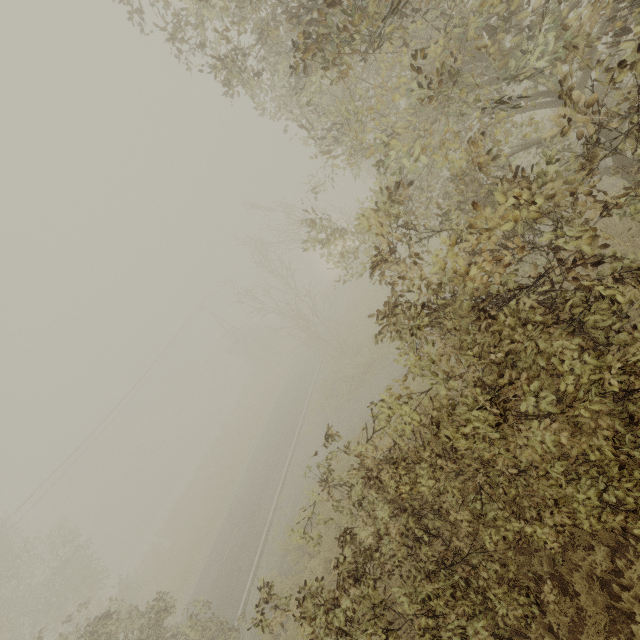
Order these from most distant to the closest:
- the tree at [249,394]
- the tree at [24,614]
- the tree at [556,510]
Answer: the tree at [249,394] < the tree at [24,614] < the tree at [556,510]

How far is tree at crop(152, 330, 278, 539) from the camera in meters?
29.8 m

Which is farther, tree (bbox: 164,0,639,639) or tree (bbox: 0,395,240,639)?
tree (bbox: 0,395,240,639)

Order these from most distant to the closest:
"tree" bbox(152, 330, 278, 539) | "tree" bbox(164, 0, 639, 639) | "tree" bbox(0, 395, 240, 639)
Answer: "tree" bbox(152, 330, 278, 539) < "tree" bbox(0, 395, 240, 639) < "tree" bbox(164, 0, 639, 639)

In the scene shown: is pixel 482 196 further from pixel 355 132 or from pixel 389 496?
pixel 389 496

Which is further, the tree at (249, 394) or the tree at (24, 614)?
the tree at (249, 394)
